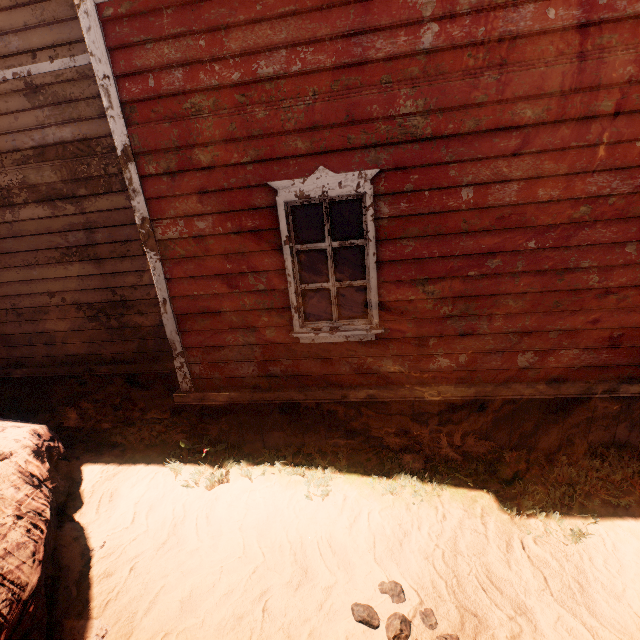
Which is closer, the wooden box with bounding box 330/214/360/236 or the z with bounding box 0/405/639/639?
the z with bounding box 0/405/639/639

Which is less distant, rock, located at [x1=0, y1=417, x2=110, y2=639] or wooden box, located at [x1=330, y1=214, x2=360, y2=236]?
rock, located at [x1=0, y1=417, x2=110, y2=639]

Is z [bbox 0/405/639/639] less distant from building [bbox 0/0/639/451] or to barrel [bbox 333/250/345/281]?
building [bbox 0/0/639/451]

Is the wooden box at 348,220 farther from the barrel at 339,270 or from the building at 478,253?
the barrel at 339,270

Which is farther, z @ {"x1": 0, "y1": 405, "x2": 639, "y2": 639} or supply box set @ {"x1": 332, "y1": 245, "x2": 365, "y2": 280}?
supply box set @ {"x1": 332, "y1": 245, "x2": 365, "y2": 280}

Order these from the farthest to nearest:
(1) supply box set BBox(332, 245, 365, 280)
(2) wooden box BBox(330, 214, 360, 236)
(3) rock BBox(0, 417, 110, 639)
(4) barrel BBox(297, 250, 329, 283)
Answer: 1. (2) wooden box BBox(330, 214, 360, 236)
2. (1) supply box set BBox(332, 245, 365, 280)
3. (4) barrel BBox(297, 250, 329, 283)
4. (3) rock BBox(0, 417, 110, 639)

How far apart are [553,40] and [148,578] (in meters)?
5.80

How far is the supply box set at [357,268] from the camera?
9.3 meters
